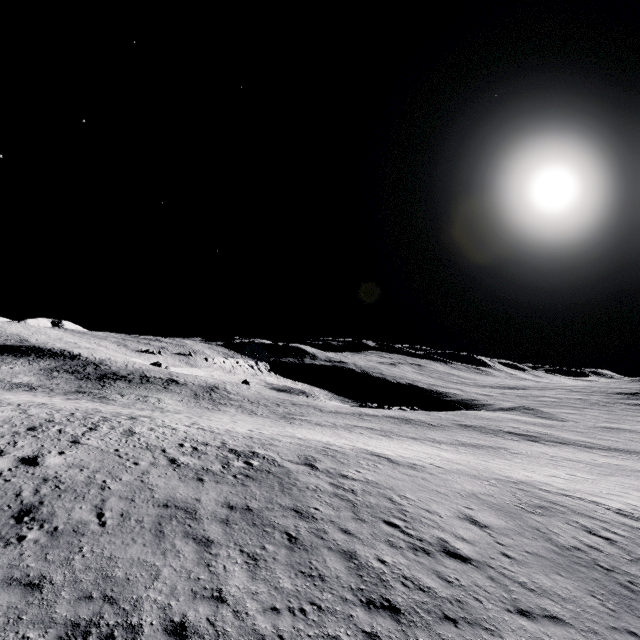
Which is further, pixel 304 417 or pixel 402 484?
pixel 304 417
